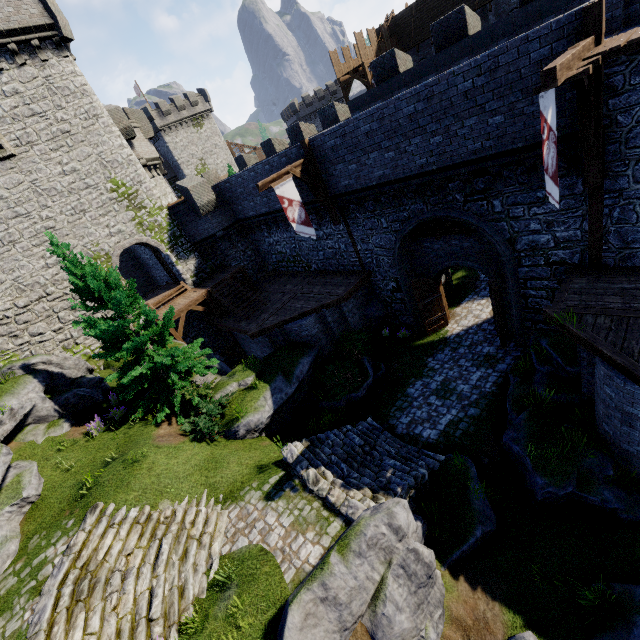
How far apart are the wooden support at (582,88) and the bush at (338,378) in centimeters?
1068cm

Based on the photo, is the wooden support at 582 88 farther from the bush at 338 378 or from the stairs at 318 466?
the bush at 338 378

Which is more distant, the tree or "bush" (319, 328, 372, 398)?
"bush" (319, 328, 372, 398)

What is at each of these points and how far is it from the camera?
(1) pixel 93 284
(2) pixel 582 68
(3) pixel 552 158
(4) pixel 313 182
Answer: (1) tree, 11.5 meters
(2) flag, 5.8 meters
(3) flag, 7.3 meters
(4) wooden support, 14.8 meters

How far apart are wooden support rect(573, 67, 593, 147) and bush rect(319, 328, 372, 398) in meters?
10.7 m

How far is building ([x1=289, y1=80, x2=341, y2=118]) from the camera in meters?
58.6 m

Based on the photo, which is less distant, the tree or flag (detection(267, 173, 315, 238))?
the tree

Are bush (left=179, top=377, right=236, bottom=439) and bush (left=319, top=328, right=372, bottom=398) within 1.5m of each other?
no
